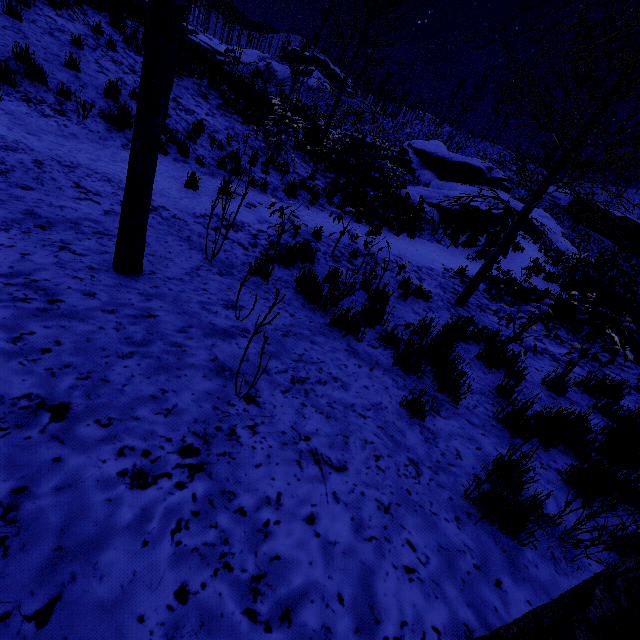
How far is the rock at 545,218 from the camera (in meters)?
25.56

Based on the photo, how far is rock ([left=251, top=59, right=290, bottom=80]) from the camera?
57.3m

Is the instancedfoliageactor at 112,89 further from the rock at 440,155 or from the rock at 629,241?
the rock at 629,241

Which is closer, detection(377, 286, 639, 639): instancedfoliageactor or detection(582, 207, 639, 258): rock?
detection(377, 286, 639, 639): instancedfoliageactor

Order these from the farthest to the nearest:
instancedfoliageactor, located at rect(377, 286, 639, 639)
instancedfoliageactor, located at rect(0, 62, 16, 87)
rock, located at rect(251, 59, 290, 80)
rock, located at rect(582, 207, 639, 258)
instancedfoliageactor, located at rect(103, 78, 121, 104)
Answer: rock, located at rect(251, 59, 290, 80), rock, located at rect(582, 207, 639, 258), instancedfoliageactor, located at rect(103, 78, 121, 104), instancedfoliageactor, located at rect(0, 62, 16, 87), instancedfoliageactor, located at rect(377, 286, 639, 639)

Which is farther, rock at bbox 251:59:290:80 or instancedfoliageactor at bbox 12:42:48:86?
rock at bbox 251:59:290:80

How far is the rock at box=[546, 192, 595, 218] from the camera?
35.3 meters

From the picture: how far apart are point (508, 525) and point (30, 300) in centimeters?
329cm
